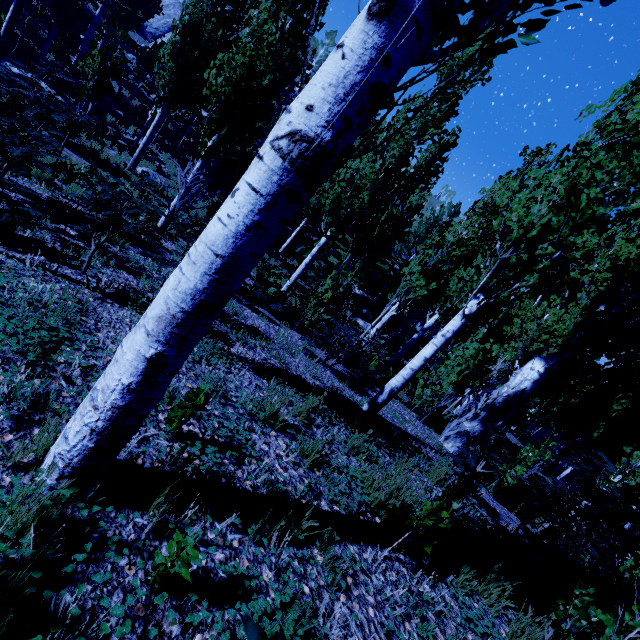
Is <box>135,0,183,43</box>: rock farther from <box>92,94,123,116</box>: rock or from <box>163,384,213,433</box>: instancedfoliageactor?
<box>92,94,123,116</box>: rock

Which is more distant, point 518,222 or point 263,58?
point 263,58

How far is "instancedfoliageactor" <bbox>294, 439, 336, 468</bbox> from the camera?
2.9m

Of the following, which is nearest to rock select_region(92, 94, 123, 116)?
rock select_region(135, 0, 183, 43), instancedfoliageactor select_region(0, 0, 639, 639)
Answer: instancedfoliageactor select_region(0, 0, 639, 639)

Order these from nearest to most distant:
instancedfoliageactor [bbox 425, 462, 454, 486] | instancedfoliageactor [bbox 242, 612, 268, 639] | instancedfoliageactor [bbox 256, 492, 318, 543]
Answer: instancedfoliageactor [bbox 242, 612, 268, 639] → instancedfoliageactor [bbox 256, 492, 318, 543] → instancedfoliageactor [bbox 425, 462, 454, 486]

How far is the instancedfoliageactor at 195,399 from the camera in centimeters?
214cm

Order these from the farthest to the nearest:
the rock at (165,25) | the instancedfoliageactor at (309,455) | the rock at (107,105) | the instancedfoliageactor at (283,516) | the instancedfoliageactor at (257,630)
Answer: →
1. the rock at (165,25)
2. the rock at (107,105)
3. the instancedfoliageactor at (309,455)
4. the instancedfoliageactor at (283,516)
5. the instancedfoliageactor at (257,630)
